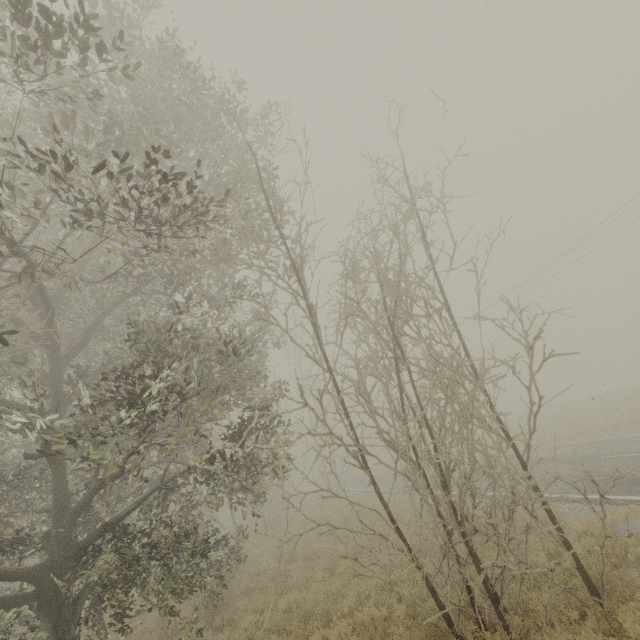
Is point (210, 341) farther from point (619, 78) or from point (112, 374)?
point (619, 78)
